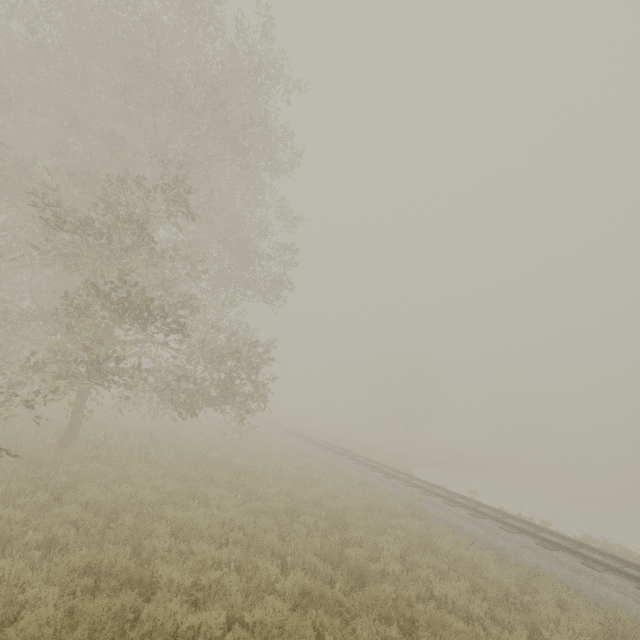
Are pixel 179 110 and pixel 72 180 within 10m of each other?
yes
